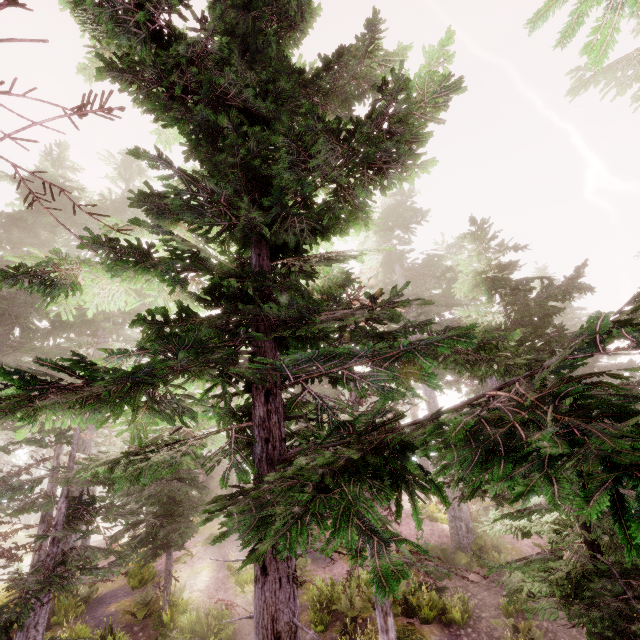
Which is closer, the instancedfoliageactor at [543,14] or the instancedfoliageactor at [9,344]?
the instancedfoliageactor at [9,344]

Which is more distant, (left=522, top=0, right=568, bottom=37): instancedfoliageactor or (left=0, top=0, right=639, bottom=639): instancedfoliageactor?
(left=522, top=0, right=568, bottom=37): instancedfoliageactor

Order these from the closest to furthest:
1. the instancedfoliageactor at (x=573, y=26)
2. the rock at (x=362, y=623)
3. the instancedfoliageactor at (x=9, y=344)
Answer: the instancedfoliageactor at (x=9, y=344) → the instancedfoliageactor at (x=573, y=26) → the rock at (x=362, y=623)

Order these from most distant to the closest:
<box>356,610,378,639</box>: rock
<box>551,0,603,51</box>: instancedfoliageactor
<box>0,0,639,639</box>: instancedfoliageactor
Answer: <box>356,610,378,639</box>: rock, <box>551,0,603,51</box>: instancedfoliageactor, <box>0,0,639,639</box>: instancedfoliageactor

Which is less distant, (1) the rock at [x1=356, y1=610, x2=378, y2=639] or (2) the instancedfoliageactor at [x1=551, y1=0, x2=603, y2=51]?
(2) the instancedfoliageactor at [x1=551, y1=0, x2=603, y2=51]

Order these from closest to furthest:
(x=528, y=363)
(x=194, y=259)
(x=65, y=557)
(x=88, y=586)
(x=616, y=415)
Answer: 1. (x=616, y=415)
2. (x=528, y=363)
3. (x=194, y=259)
4. (x=65, y=557)
5. (x=88, y=586)
